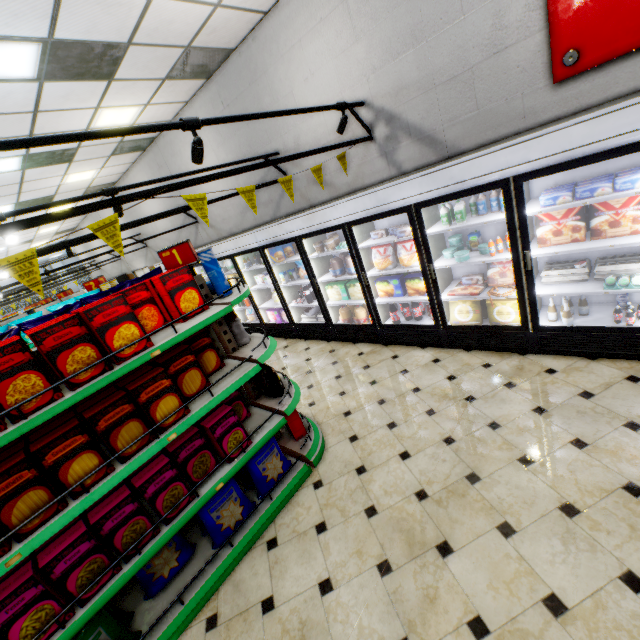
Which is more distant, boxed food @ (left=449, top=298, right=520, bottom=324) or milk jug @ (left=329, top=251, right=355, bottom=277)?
milk jug @ (left=329, top=251, right=355, bottom=277)

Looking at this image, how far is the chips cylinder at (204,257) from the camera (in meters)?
2.81

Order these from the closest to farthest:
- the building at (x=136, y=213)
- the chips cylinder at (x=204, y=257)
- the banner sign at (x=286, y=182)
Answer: the chips cylinder at (x=204, y=257), the banner sign at (x=286, y=182), the building at (x=136, y=213)

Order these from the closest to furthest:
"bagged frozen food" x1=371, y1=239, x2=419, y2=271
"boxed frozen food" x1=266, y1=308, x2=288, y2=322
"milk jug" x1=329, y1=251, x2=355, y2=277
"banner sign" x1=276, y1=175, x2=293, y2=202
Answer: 1. "banner sign" x1=276, y1=175, x2=293, y2=202
2. "bagged frozen food" x1=371, y1=239, x2=419, y2=271
3. "milk jug" x1=329, y1=251, x2=355, y2=277
4. "boxed frozen food" x1=266, y1=308, x2=288, y2=322

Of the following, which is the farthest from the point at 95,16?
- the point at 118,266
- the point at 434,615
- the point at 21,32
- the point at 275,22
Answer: the point at 118,266

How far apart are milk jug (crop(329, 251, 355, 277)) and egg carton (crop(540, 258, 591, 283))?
2.4m

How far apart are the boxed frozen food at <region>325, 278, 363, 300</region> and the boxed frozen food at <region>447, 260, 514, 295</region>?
1.74m

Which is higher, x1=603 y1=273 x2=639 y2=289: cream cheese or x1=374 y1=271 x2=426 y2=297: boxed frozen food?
x1=374 y1=271 x2=426 y2=297: boxed frozen food
